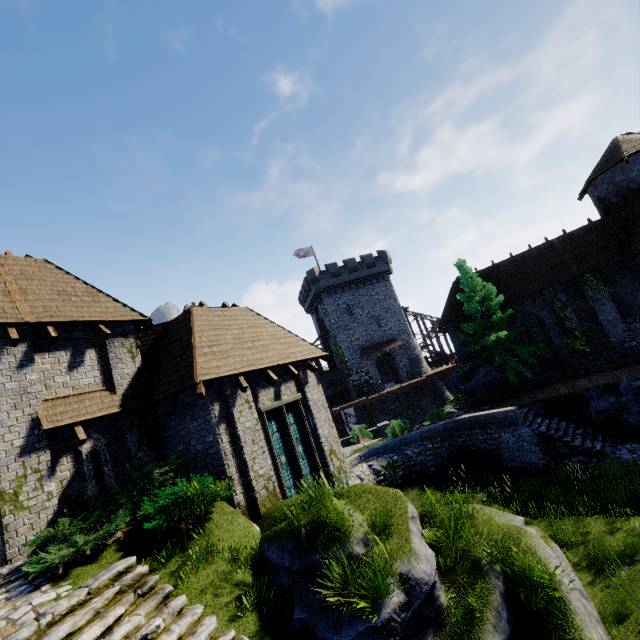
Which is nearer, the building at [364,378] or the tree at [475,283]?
the tree at [475,283]

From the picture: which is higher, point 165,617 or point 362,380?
point 362,380

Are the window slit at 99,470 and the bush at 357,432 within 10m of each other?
no

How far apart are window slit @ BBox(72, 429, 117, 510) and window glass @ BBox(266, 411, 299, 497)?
4.5 meters

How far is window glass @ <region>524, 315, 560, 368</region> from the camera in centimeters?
2242cm

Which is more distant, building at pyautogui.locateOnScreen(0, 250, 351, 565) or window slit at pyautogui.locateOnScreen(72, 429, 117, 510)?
window slit at pyautogui.locateOnScreen(72, 429, 117, 510)

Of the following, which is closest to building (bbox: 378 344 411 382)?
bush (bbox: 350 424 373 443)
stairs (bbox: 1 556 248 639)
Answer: bush (bbox: 350 424 373 443)

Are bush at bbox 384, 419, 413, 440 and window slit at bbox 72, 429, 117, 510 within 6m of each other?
no
